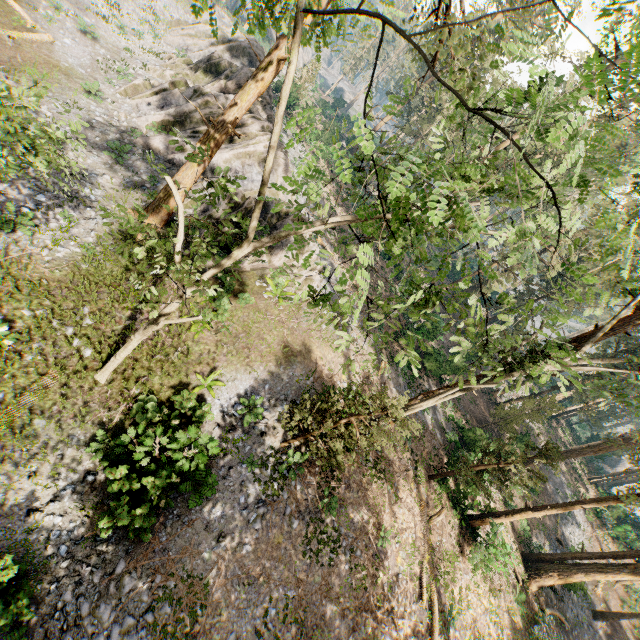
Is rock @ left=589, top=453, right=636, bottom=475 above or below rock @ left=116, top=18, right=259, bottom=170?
above

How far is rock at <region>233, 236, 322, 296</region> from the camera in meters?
18.2

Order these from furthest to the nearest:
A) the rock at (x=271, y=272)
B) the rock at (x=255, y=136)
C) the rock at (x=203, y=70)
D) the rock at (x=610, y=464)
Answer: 1. the rock at (x=610, y=464)
2. the rock at (x=203, y=70)
3. the rock at (x=255, y=136)
4. the rock at (x=271, y=272)

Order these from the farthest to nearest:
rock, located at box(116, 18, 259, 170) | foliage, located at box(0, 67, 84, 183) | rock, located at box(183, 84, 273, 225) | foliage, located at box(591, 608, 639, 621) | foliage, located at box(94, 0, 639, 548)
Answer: foliage, located at box(591, 608, 639, 621) < rock, located at box(116, 18, 259, 170) < rock, located at box(183, 84, 273, 225) < foliage, located at box(0, 67, 84, 183) < foliage, located at box(94, 0, 639, 548)

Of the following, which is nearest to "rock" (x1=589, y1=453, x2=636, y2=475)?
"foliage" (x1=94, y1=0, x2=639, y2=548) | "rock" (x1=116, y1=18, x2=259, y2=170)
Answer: "foliage" (x1=94, y1=0, x2=639, y2=548)

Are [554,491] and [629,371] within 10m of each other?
no

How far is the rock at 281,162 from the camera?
21.56m
